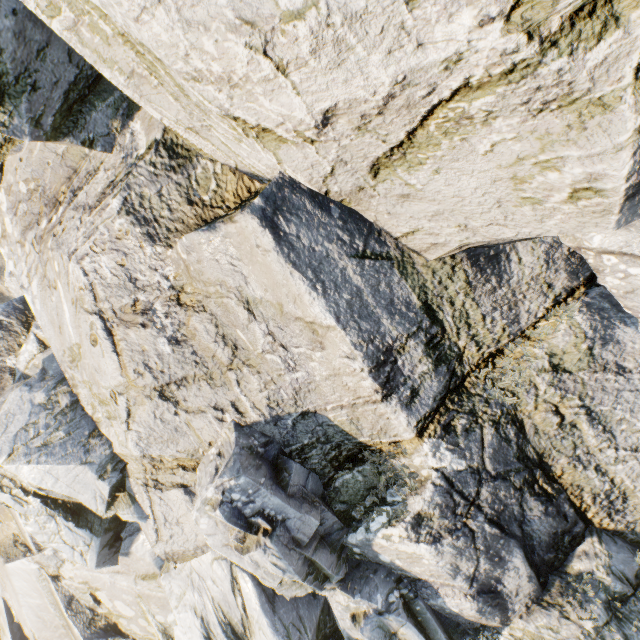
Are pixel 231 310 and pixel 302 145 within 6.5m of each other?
yes
